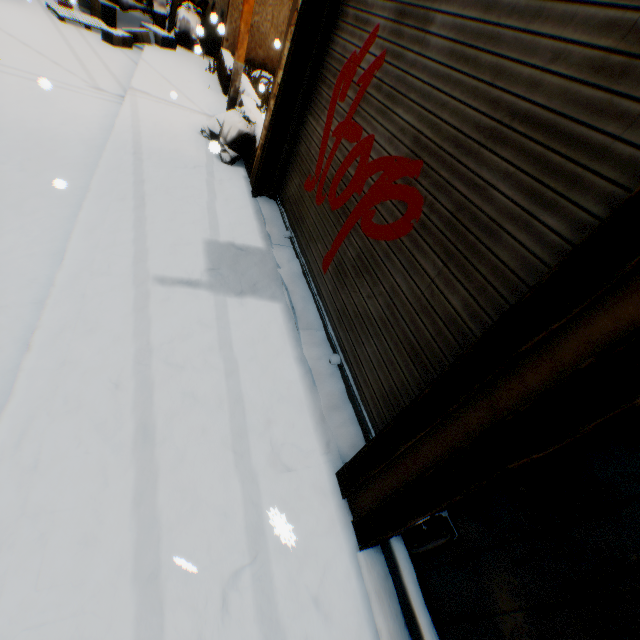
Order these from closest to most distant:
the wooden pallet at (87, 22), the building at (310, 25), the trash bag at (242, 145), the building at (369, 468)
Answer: the building at (369, 468) < the building at (310, 25) < the trash bag at (242, 145) < the wooden pallet at (87, 22)

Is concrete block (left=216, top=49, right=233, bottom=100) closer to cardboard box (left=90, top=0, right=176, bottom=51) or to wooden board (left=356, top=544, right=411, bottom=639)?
cardboard box (left=90, top=0, right=176, bottom=51)

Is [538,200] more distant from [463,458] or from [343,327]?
[343,327]

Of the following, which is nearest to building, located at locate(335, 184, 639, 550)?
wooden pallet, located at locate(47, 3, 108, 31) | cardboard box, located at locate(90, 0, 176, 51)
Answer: cardboard box, located at locate(90, 0, 176, 51)

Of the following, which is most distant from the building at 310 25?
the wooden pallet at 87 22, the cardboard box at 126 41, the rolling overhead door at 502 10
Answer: the wooden pallet at 87 22

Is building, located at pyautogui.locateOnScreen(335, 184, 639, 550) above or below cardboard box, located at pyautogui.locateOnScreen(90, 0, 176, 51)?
above

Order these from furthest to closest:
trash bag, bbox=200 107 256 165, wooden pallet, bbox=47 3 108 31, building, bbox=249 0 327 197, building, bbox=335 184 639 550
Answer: wooden pallet, bbox=47 3 108 31
trash bag, bbox=200 107 256 165
building, bbox=249 0 327 197
building, bbox=335 184 639 550

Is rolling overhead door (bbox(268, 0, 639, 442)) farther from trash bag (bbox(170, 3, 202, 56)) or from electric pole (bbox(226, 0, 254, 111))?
trash bag (bbox(170, 3, 202, 56))
